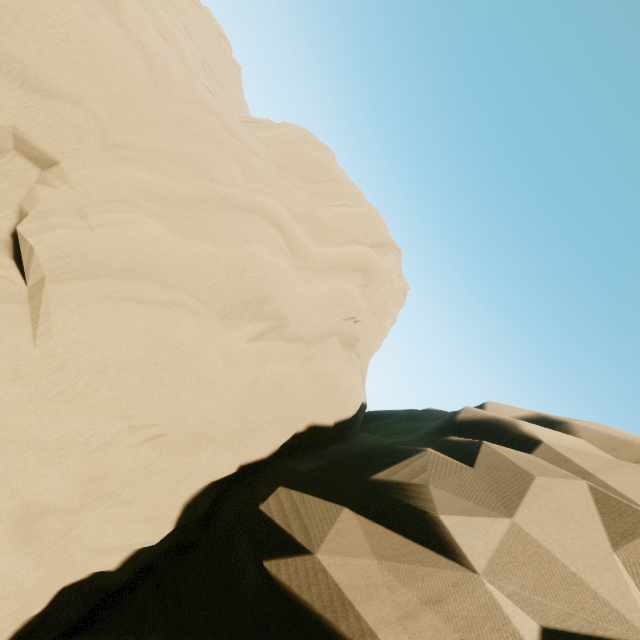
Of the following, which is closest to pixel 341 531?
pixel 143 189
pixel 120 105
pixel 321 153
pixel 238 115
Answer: pixel 143 189
